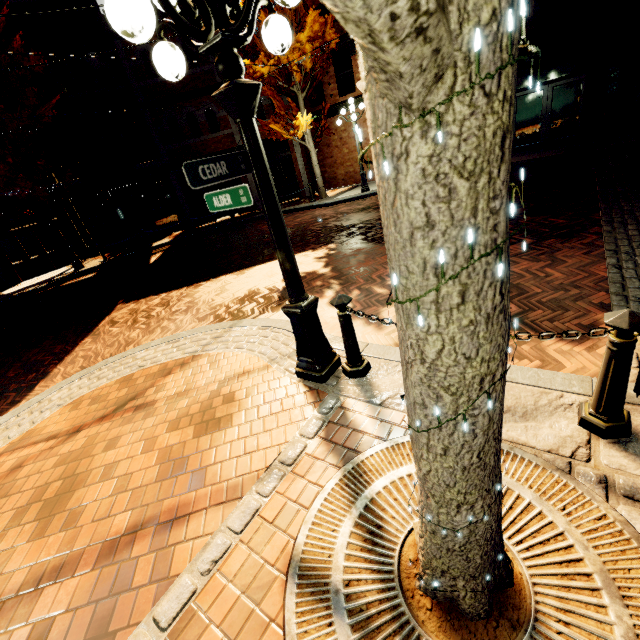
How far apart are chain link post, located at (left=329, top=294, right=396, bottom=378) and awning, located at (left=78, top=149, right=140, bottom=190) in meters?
14.5

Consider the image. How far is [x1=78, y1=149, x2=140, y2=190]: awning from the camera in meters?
12.8

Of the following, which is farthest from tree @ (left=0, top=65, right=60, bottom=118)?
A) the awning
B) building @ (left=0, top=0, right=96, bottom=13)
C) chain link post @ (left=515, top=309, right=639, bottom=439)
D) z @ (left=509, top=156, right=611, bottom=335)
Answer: chain link post @ (left=515, top=309, right=639, bottom=439)

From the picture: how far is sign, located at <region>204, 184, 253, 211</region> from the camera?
2.65m

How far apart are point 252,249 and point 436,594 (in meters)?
10.04

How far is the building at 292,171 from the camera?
17.80m

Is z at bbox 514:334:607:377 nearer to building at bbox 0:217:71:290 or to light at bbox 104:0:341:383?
light at bbox 104:0:341:383

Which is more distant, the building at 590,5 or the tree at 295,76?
the tree at 295,76
